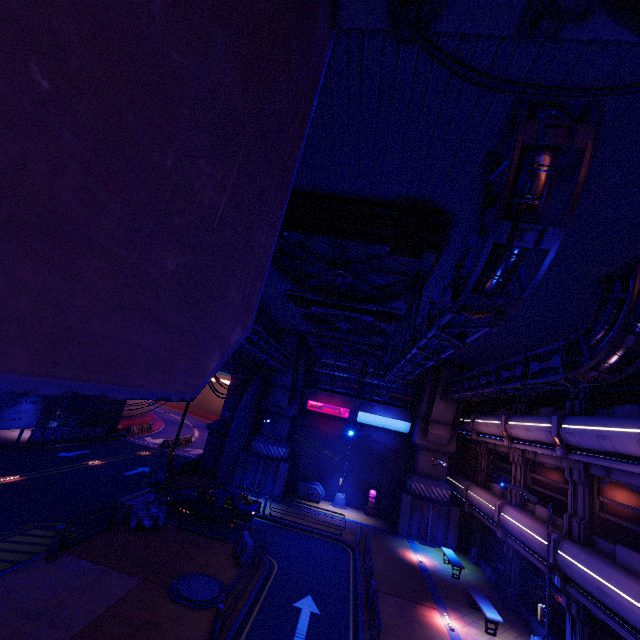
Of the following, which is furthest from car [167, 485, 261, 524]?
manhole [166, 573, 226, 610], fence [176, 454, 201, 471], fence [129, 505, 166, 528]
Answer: fence [176, 454, 201, 471]

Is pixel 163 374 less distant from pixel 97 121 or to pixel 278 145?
pixel 97 121

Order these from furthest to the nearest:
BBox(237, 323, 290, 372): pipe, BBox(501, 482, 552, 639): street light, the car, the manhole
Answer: the car, BBox(237, 323, 290, 372): pipe, BBox(501, 482, 552, 639): street light, the manhole

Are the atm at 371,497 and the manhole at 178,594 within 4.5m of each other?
no

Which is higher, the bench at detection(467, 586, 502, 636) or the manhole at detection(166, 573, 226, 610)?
the bench at detection(467, 586, 502, 636)

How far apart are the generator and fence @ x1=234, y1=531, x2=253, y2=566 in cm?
1070

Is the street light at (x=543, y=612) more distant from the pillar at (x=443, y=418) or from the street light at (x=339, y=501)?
the street light at (x=339, y=501)

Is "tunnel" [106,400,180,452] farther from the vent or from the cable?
the cable
